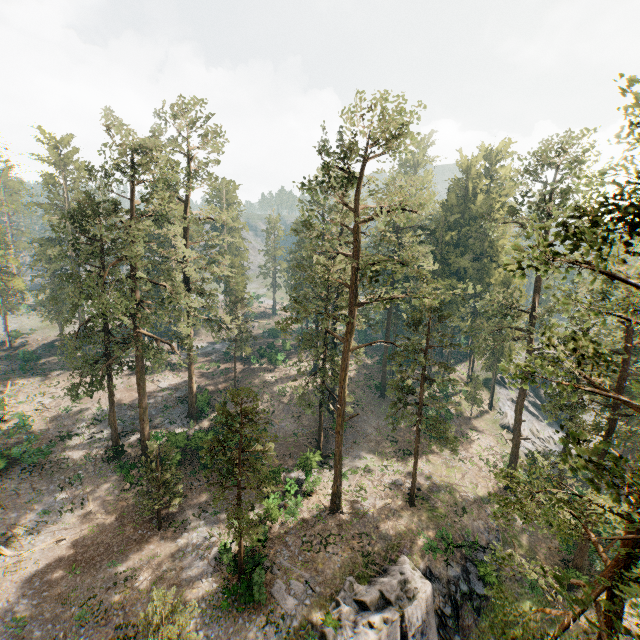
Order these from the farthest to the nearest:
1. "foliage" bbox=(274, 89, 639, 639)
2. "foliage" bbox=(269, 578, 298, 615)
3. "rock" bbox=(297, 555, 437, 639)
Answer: "foliage" bbox=(269, 578, 298, 615)
"rock" bbox=(297, 555, 437, 639)
"foliage" bbox=(274, 89, 639, 639)

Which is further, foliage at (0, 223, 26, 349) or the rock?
foliage at (0, 223, 26, 349)

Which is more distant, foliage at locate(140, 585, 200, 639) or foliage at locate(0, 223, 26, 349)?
foliage at locate(0, 223, 26, 349)

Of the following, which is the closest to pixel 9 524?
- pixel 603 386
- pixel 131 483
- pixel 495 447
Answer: pixel 131 483

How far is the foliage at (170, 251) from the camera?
21.7 meters

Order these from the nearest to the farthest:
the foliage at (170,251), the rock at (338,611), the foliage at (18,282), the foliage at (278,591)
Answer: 1. the rock at (338,611)
2. the foliage at (278,591)
3. the foliage at (170,251)
4. the foliage at (18,282)

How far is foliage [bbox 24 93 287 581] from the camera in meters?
21.7
